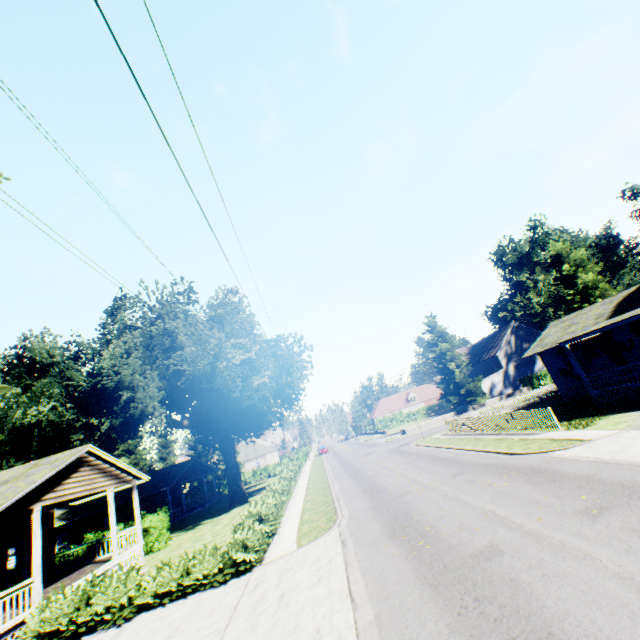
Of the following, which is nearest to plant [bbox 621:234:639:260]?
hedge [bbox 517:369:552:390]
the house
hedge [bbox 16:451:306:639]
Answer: the house

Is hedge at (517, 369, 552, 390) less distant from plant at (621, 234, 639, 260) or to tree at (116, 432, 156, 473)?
tree at (116, 432, 156, 473)

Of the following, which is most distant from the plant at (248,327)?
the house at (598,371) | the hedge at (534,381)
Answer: the hedge at (534,381)

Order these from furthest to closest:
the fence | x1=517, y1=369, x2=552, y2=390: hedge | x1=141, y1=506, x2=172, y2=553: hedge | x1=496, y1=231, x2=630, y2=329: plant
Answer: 1. x1=517, y1=369, x2=552, y2=390: hedge
2. x1=496, y1=231, x2=630, y2=329: plant
3. x1=141, y1=506, x2=172, y2=553: hedge
4. the fence

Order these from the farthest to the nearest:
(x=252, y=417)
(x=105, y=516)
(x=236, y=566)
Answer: (x=105, y=516), (x=252, y=417), (x=236, y=566)

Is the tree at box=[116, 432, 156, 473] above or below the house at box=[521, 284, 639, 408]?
above

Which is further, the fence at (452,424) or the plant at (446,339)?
the plant at (446,339)
